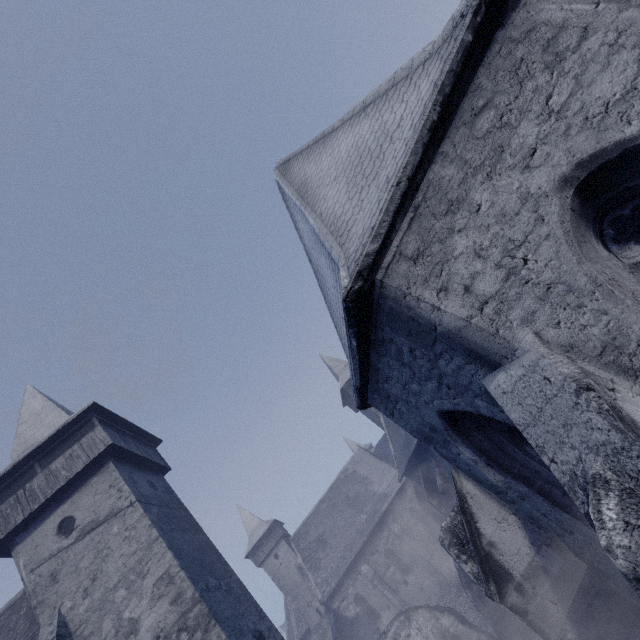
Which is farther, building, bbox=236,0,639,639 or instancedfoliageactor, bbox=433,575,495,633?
instancedfoliageactor, bbox=433,575,495,633

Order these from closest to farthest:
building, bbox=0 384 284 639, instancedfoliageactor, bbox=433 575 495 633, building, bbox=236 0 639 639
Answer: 1. building, bbox=236 0 639 639
2. building, bbox=0 384 284 639
3. instancedfoliageactor, bbox=433 575 495 633

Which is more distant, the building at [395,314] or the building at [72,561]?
the building at [72,561]

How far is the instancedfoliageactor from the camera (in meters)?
16.05

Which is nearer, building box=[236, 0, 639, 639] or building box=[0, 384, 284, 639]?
building box=[236, 0, 639, 639]

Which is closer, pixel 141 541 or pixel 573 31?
pixel 573 31

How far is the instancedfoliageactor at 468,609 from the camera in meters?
16.0 m
